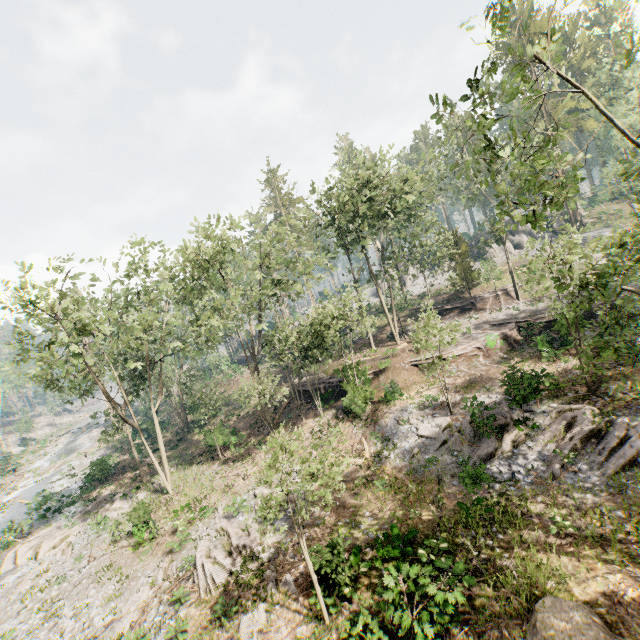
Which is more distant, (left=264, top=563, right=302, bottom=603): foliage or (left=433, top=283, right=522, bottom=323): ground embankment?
(left=433, top=283, right=522, bottom=323): ground embankment

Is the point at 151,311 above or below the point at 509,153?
above

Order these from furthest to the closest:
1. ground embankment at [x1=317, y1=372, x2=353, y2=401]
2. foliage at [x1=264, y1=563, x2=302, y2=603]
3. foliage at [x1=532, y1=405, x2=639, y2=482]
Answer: ground embankment at [x1=317, y1=372, x2=353, y2=401] < foliage at [x1=532, y1=405, x2=639, y2=482] < foliage at [x1=264, y1=563, x2=302, y2=603]

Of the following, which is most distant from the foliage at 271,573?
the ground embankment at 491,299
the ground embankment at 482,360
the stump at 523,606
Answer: the stump at 523,606

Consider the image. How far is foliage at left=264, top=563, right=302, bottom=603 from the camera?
12.6 meters

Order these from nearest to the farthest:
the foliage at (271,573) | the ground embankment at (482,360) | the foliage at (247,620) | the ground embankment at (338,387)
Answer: the foliage at (247,620)
the foliage at (271,573)
the ground embankment at (482,360)
the ground embankment at (338,387)

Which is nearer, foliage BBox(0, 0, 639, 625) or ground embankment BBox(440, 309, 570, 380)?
foliage BBox(0, 0, 639, 625)

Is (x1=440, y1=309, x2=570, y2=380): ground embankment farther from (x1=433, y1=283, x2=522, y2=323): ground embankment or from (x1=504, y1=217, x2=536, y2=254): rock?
(x1=504, y1=217, x2=536, y2=254): rock
